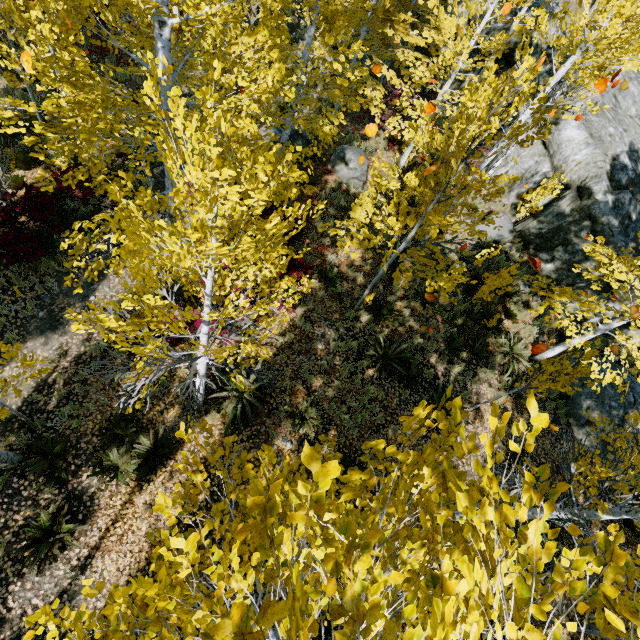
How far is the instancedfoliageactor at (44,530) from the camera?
5.6m

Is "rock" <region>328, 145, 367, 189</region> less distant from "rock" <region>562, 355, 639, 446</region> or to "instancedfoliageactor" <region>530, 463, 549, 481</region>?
A: "instancedfoliageactor" <region>530, 463, 549, 481</region>

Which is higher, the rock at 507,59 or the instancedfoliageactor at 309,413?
the rock at 507,59

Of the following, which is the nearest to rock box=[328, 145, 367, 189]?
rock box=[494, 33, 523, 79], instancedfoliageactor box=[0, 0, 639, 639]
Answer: instancedfoliageactor box=[0, 0, 639, 639]

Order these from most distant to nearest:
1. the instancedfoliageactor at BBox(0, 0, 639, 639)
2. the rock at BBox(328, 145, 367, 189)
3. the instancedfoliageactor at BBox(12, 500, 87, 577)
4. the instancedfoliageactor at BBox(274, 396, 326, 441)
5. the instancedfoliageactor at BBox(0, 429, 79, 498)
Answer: the rock at BBox(328, 145, 367, 189) → the instancedfoliageactor at BBox(274, 396, 326, 441) → the instancedfoliageactor at BBox(0, 429, 79, 498) → the instancedfoliageactor at BBox(12, 500, 87, 577) → the instancedfoliageactor at BBox(0, 0, 639, 639)

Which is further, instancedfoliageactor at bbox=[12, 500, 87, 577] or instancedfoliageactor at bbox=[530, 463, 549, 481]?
instancedfoliageactor at bbox=[12, 500, 87, 577]

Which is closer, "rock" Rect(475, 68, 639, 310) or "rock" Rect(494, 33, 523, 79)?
"rock" Rect(475, 68, 639, 310)

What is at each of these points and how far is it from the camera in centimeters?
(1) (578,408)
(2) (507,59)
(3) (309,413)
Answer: (1) rock, 1082cm
(2) rock, 1295cm
(3) instancedfoliageactor, 791cm
